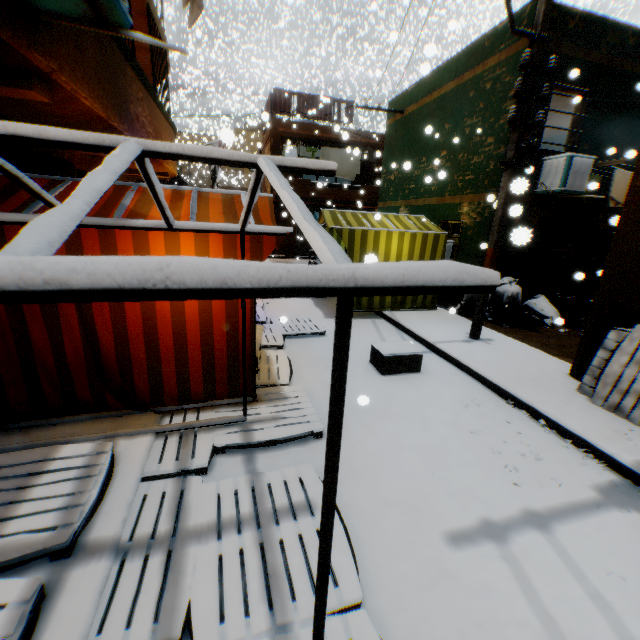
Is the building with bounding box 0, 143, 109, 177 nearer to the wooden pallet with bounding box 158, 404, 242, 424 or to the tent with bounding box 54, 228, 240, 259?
the tent with bounding box 54, 228, 240, 259

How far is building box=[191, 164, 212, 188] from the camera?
33.5m

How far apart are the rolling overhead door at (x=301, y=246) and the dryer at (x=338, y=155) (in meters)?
0.60

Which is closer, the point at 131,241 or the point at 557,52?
the point at 131,241

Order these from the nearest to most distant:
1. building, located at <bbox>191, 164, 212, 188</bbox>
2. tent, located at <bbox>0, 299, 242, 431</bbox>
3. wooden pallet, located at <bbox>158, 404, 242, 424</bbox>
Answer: tent, located at <bbox>0, 299, 242, 431</bbox> < wooden pallet, located at <bbox>158, 404, 242, 424</bbox> < building, located at <bbox>191, 164, 212, 188</bbox>

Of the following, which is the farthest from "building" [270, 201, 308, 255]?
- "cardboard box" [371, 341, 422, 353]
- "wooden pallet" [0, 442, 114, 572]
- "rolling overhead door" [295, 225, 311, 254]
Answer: "cardboard box" [371, 341, 422, 353]

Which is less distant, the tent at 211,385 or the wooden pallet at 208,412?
the tent at 211,385

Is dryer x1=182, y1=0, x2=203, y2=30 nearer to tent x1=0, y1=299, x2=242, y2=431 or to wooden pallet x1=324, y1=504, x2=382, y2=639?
tent x1=0, y1=299, x2=242, y2=431
